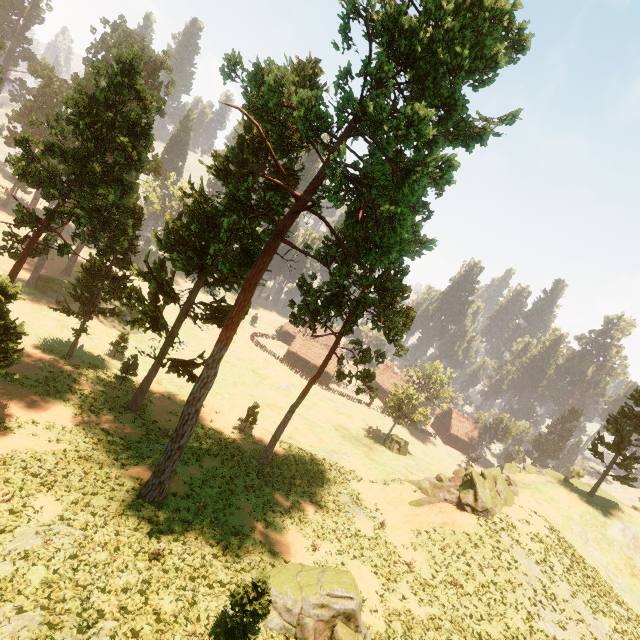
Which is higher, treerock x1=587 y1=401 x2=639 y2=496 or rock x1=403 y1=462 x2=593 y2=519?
treerock x1=587 y1=401 x2=639 y2=496

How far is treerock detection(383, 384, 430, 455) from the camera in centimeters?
4953cm

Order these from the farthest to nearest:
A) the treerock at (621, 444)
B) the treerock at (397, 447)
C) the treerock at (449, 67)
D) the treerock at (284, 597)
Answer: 1. the treerock at (397, 447)
2. the treerock at (621, 444)
3. the treerock at (449, 67)
4. the treerock at (284, 597)

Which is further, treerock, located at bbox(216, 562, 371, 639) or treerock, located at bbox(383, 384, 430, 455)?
treerock, located at bbox(383, 384, 430, 455)

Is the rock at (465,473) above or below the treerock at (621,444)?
below

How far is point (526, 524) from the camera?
A: 26.41m

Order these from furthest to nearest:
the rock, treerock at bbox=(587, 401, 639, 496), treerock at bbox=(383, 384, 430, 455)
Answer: treerock at bbox=(383, 384, 430, 455), treerock at bbox=(587, 401, 639, 496), the rock
